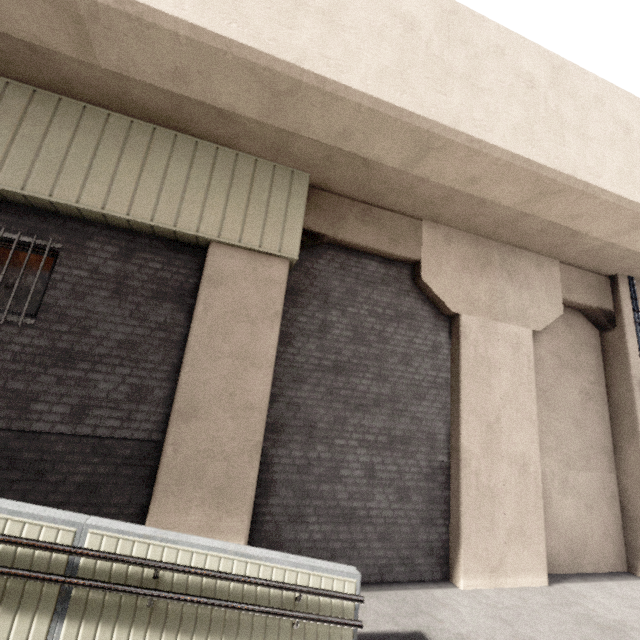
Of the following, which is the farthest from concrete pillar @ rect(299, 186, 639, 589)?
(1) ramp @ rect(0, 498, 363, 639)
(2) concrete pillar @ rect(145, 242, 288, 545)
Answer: (1) ramp @ rect(0, 498, 363, 639)

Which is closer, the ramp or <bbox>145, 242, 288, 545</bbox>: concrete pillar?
the ramp

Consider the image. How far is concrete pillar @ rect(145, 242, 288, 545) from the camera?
4.47m

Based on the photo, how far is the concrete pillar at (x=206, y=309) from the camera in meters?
4.5

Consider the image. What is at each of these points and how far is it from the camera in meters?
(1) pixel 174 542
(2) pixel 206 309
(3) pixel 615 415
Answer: (1) ramp, 3.3 m
(2) concrete pillar, 5.1 m
(3) concrete pillar, 7.9 m

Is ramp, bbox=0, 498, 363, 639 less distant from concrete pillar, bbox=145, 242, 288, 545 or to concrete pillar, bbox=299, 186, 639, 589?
concrete pillar, bbox=145, 242, 288, 545

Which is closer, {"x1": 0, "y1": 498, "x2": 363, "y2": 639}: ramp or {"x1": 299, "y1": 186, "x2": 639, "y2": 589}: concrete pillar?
{"x1": 0, "y1": 498, "x2": 363, "y2": 639}: ramp

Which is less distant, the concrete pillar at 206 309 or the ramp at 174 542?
the ramp at 174 542
